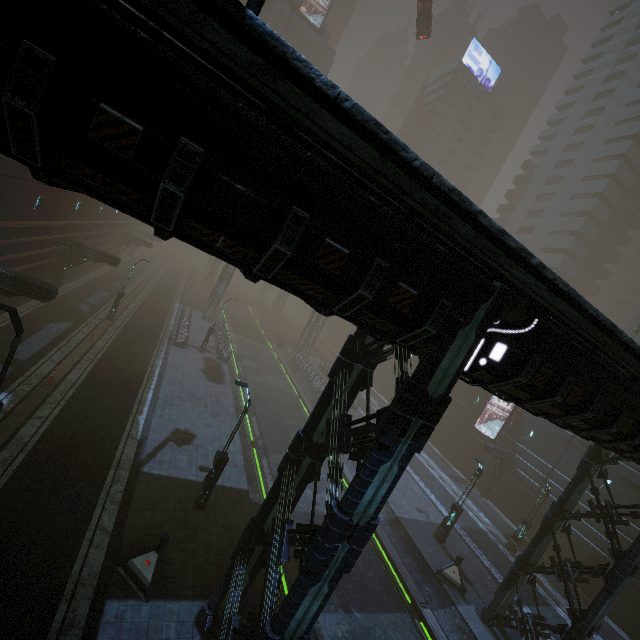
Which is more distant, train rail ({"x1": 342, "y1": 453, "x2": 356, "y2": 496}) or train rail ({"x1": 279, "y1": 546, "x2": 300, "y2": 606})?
train rail ({"x1": 342, "y1": 453, "x2": 356, "y2": 496})

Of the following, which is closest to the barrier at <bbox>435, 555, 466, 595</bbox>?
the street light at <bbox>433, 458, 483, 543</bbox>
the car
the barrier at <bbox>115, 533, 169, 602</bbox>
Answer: the street light at <bbox>433, 458, 483, 543</bbox>

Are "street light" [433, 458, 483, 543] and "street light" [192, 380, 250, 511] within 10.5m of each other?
no

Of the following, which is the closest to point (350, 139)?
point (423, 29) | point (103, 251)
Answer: point (103, 251)

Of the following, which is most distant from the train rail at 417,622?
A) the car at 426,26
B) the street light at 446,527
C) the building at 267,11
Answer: the car at 426,26

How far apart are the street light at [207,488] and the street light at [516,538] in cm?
2156

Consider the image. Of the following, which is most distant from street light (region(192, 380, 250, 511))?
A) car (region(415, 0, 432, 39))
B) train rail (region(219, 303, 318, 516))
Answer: car (region(415, 0, 432, 39))

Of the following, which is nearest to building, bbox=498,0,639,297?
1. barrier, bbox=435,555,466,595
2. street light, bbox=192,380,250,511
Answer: barrier, bbox=435,555,466,595
